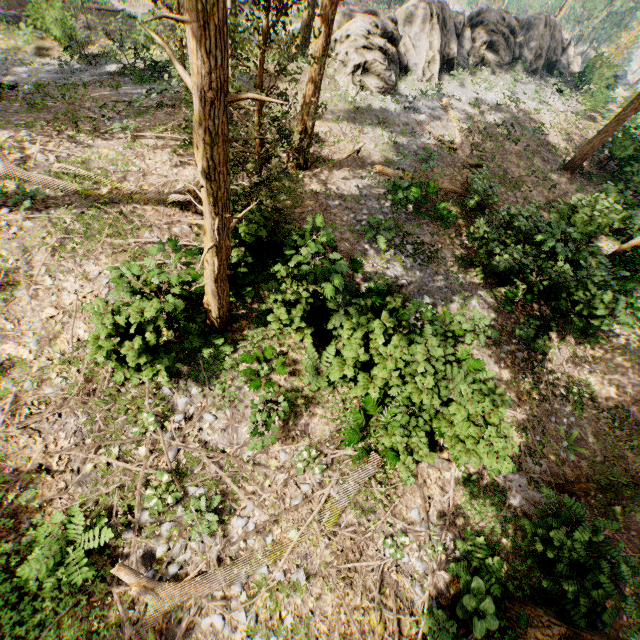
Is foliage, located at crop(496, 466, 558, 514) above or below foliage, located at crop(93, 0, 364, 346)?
below

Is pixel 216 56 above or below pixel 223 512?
above

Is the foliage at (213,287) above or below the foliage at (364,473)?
above

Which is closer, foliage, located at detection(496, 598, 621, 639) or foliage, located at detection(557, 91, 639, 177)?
foliage, located at detection(496, 598, 621, 639)

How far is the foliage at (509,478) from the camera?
8.1 meters

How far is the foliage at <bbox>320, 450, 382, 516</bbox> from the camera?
8.4 meters

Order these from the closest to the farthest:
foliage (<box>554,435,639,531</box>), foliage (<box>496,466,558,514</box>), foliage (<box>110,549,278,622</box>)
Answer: foliage (<box>110,549,278,622</box>) → foliage (<box>554,435,639,531</box>) → foliage (<box>496,466,558,514</box>)
